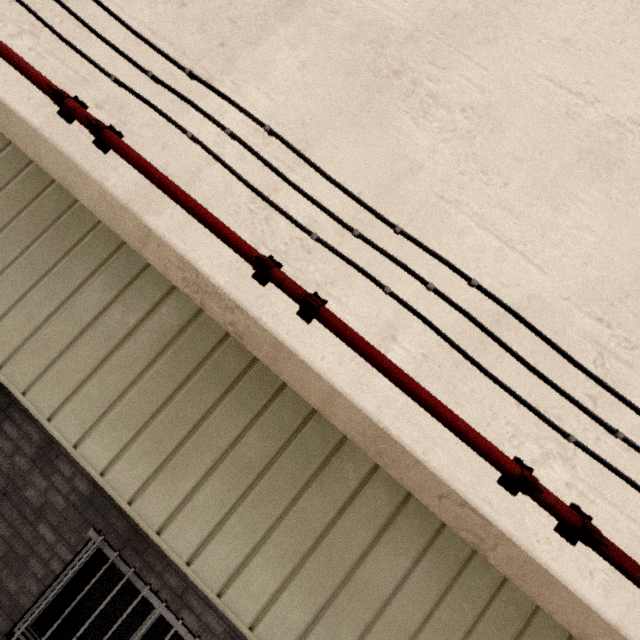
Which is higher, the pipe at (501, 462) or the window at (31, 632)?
the pipe at (501, 462)

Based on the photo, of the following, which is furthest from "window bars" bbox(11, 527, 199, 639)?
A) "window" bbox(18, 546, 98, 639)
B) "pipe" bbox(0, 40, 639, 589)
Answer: "pipe" bbox(0, 40, 639, 589)

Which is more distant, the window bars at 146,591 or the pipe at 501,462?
the window bars at 146,591

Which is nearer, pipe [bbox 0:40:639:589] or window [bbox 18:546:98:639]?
pipe [bbox 0:40:639:589]

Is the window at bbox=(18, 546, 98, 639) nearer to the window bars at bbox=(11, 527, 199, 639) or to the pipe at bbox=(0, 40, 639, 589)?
the window bars at bbox=(11, 527, 199, 639)

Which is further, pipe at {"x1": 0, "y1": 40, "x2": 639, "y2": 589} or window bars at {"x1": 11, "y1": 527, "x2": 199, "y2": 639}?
window bars at {"x1": 11, "y1": 527, "x2": 199, "y2": 639}

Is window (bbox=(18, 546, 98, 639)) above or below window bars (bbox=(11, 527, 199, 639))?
below

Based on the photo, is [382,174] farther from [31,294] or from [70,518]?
[70,518]
